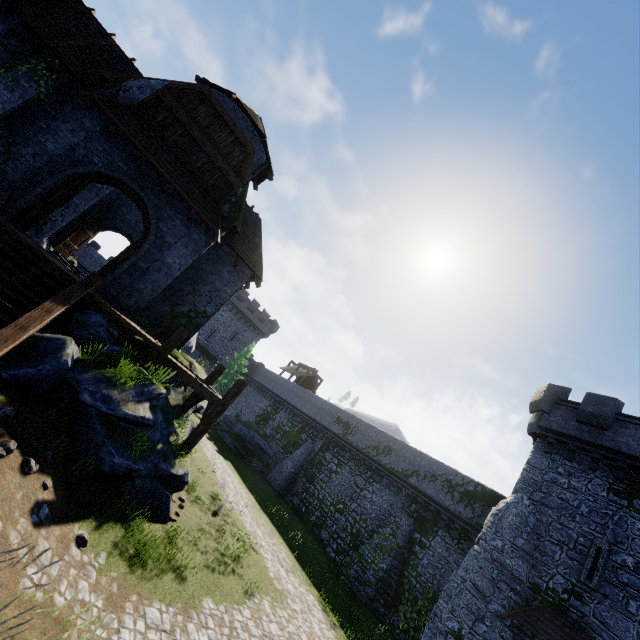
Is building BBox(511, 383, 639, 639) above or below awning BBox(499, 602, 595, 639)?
above

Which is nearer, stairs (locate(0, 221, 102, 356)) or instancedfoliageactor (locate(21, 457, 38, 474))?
instancedfoliageactor (locate(21, 457, 38, 474))

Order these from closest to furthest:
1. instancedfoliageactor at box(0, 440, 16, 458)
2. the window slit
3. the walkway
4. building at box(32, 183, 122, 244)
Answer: instancedfoliageactor at box(0, 440, 16, 458), the walkway, the window slit, building at box(32, 183, 122, 244)

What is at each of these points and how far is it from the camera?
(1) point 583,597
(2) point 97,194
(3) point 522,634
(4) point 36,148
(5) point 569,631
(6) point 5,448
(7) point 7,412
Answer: (1) building, 13.5m
(2) building, 18.3m
(3) building, 13.8m
(4) building, 10.7m
(5) awning, 12.9m
(6) instancedfoliageactor, 5.8m
(7) instancedfoliageactor, 6.1m

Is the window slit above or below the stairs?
above

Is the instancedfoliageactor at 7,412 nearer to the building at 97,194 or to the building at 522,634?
the building at 97,194

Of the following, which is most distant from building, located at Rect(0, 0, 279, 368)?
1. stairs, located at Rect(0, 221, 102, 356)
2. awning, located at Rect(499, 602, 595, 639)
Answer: awning, located at Rect(499, 602, 595, 639)

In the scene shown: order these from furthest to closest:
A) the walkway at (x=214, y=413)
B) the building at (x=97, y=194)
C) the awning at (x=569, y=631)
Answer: →
the building at (x=97, y=194)
the awning at (x=569, y=631)
the walkway at (x=214, y=413)
